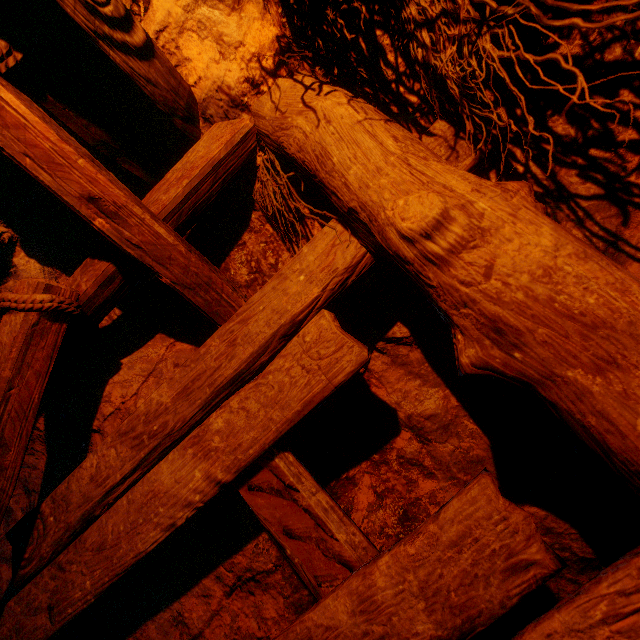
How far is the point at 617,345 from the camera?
0.6m
